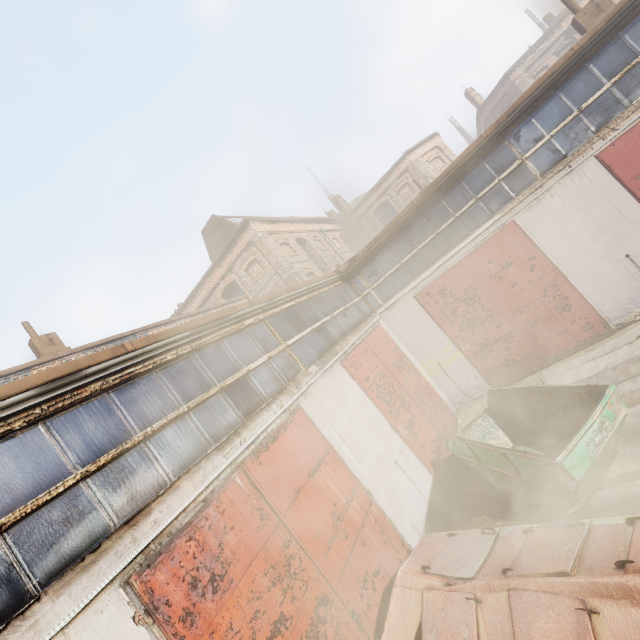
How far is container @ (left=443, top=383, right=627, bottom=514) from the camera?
4.9 meters

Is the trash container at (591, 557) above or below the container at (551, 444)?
above

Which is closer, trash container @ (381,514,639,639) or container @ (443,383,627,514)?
trash container @ (381,514,639,639)

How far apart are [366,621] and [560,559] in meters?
3.1 m

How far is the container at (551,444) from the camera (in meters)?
4.91

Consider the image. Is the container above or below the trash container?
below
